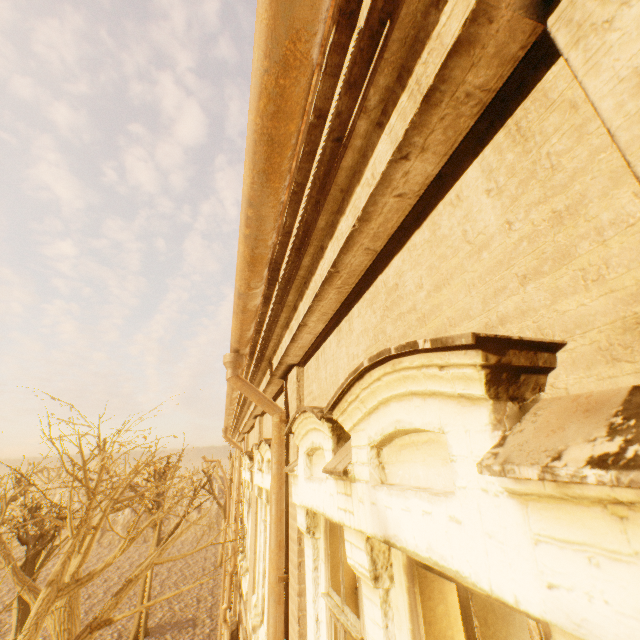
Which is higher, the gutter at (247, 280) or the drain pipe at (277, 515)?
the gutter at (247, 280)

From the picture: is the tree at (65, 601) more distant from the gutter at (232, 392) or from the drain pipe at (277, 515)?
the drain pipe at (277, 515)

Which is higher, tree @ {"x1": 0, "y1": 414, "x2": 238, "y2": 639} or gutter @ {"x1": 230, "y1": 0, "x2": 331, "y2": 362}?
gutter @ {"x1": 230, "y1": 0, "x2": 331, "y2": 362}

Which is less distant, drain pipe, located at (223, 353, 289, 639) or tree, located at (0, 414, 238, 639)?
drain pipe, located at (223, 353, 289, 639)

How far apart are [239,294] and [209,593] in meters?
→ 35.0

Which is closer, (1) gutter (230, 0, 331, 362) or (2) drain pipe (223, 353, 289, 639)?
(1) gutter (230, 0, 331, 362)

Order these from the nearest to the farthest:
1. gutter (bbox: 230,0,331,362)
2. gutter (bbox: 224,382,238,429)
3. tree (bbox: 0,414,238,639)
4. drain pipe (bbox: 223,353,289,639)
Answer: gutter (bbox: 230,0,331,362) < drain pipe (bbox: 223,353,289,639) < gutter (bbox: 224,382,238,429) < tree (bbox: 0,414,238,639)

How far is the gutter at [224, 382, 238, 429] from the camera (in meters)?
5.72
